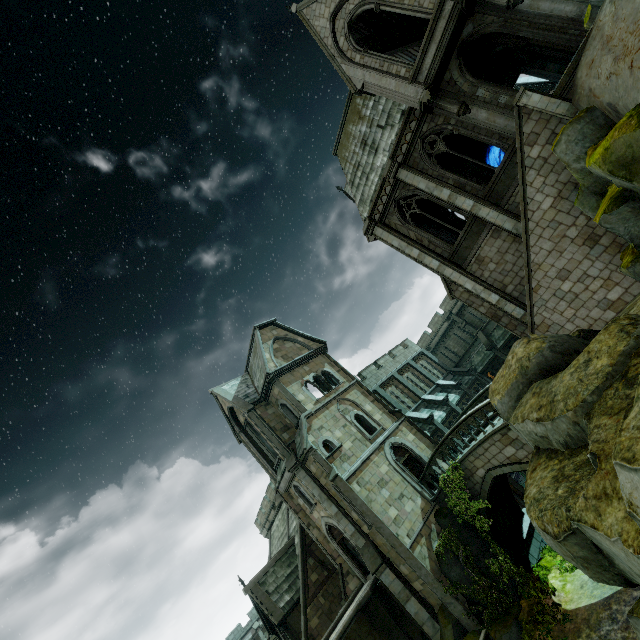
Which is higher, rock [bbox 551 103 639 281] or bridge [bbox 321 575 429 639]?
rock [bbox 551 103 639 281]

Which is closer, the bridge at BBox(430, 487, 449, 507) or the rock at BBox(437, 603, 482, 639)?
the rock at BBox(437, 603, 482, 639)

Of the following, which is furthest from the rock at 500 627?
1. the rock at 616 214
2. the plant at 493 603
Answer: the rock at 616 214

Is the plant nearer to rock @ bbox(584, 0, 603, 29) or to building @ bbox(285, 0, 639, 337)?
building @ bbox(285, 0, 639, 337)

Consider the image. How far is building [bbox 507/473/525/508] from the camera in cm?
2261

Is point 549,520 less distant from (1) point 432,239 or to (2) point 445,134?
(1) point 432,239

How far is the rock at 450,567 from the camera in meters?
15.7 m

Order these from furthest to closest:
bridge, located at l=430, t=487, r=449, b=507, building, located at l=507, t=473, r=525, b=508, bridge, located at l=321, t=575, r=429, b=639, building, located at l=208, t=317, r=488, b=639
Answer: building, located at l=507, t=473, r=525, b=508
bridge, located at l=430, t=487, r=449, b=507
building, located at l=208, t=317, r=488, b=639
bridge, located at l=321, t=575, r=429, b=639
